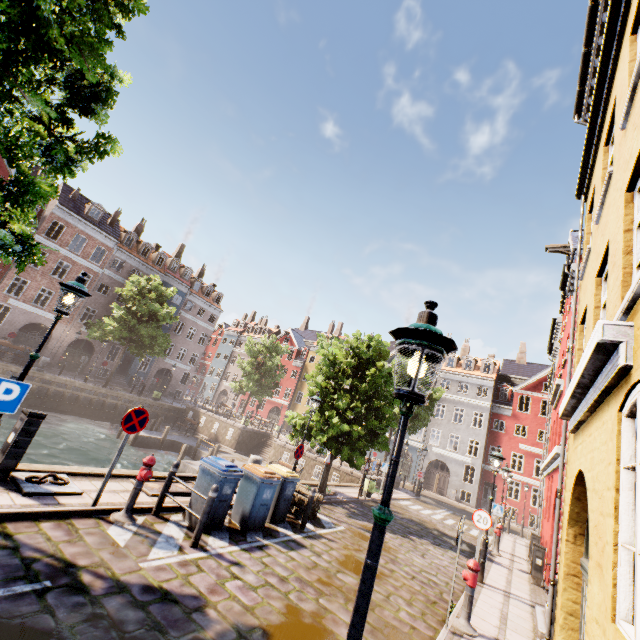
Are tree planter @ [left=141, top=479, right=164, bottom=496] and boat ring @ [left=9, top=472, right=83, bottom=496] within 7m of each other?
yes

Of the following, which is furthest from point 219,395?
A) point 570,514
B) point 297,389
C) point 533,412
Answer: point 570,514

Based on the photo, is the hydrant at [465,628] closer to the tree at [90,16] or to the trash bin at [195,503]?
the trash bin at [195,503]

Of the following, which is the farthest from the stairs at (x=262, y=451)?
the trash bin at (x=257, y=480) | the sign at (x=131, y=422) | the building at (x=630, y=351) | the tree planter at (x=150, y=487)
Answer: the sign at (x=131, y=422)

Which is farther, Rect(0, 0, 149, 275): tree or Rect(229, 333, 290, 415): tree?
Rect(229, 333, 290, 415): tree

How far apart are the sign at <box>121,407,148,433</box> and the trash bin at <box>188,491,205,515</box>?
1.64m

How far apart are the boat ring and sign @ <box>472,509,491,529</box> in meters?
10.4 m

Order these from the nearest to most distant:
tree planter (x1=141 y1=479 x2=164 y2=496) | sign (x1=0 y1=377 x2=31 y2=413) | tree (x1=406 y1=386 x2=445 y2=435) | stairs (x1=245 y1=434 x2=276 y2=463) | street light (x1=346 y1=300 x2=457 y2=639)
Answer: street light (x1=346 y1=300 x2=457 y2=639), sign (x1=0 y1=377 x2=31 y2=413), tree planter (x1=141 y1=479 x2=164 y2=496), tree (x1=406 y1=386 x2=445 y2=435), stairs (x1=245 y1=434 x2=276 y2=463)
